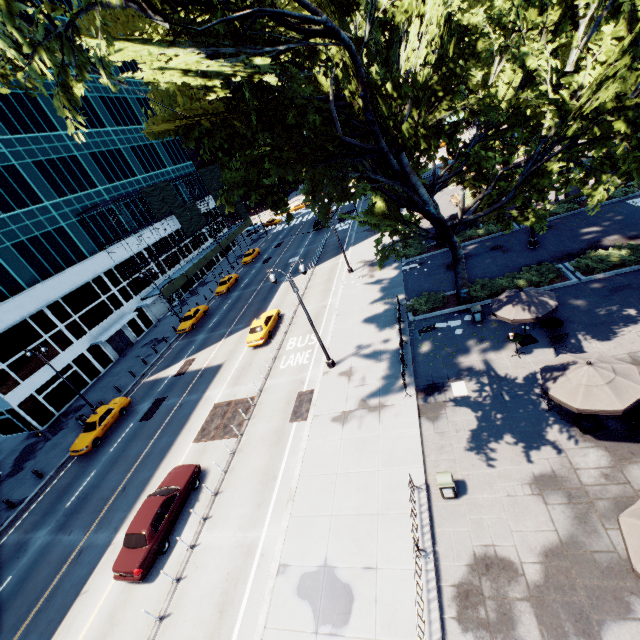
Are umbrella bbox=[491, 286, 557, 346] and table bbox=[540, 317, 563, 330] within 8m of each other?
yes

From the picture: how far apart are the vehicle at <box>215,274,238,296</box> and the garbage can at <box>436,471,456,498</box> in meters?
36.8 m

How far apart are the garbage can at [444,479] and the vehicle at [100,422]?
24.4m

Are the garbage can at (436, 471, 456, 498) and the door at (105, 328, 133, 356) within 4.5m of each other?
no

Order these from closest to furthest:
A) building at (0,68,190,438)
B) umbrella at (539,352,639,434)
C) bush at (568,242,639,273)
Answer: umbrella at (539,352,639,434), bush at (568,242,639,273), building at (0,68,190,438)

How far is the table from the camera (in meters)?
15.36

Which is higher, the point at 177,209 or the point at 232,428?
the point at 177,209

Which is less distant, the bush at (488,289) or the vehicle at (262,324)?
the bush at (488,289)
